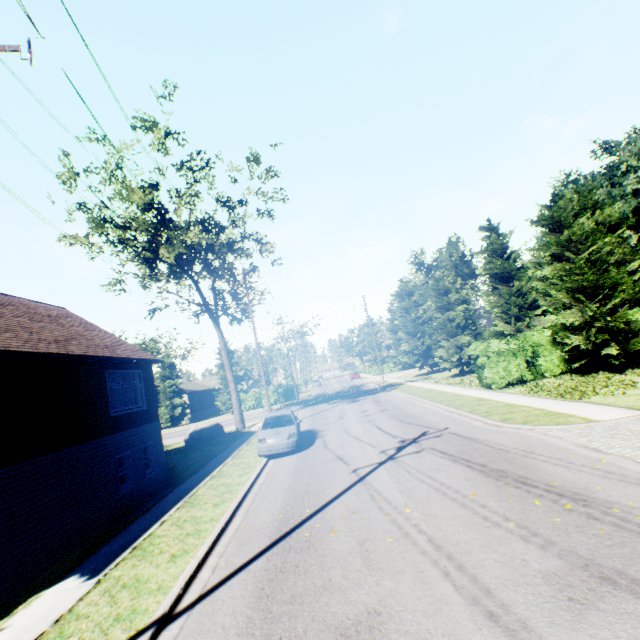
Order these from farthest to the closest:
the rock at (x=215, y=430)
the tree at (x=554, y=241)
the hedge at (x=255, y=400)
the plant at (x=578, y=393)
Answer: the hedge at (x=255, y=400) → the rock at (x=215, y=430) → the tree at (x=554, y=241) → the plant at (x=578, y=393)

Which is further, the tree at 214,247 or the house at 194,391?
the house at 194,391

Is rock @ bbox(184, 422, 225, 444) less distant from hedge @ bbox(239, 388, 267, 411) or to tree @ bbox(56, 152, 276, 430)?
tree @ bbox(56, 152, 276, 430)

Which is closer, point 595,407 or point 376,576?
point 376,576

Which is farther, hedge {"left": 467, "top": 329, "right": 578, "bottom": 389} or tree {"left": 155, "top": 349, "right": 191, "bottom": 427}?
tree {"left": 155, "top": 349, "right": 191, "bottom": 427}

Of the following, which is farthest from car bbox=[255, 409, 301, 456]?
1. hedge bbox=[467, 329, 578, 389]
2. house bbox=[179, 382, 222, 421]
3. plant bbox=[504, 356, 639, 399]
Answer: house bbox=[179, 382, 222, 421]

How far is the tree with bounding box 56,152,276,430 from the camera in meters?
21.8

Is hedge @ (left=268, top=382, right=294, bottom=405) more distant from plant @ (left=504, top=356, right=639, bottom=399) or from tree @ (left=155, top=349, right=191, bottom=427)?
plant @ (left=504, top=356, right=639, bottom=399)
